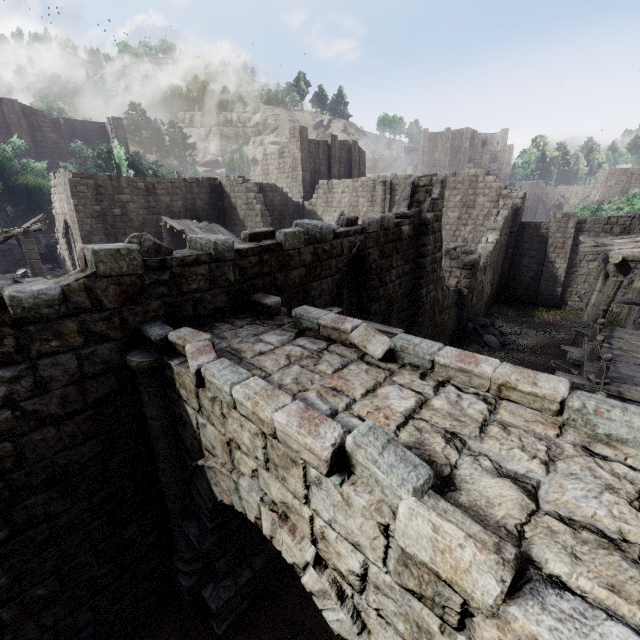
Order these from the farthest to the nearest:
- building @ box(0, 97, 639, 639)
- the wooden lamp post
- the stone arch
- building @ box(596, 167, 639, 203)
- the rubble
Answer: building @ box(596, 167, 639, 203), the rubble, the wooden lamp post, building @ box(0, 97, 639, 639), the stone arch

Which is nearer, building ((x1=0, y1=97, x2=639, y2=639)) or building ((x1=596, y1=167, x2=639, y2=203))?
building ((x1=0, y1=97, x2=639, y2=639))

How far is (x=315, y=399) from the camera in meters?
3.1

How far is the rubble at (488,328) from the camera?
16.0 meters

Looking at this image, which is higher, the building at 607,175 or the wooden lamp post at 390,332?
the building at 607,175

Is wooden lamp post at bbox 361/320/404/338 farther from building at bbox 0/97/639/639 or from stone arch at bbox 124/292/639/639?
building at bbox 0/97/639/639

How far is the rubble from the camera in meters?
16.0
